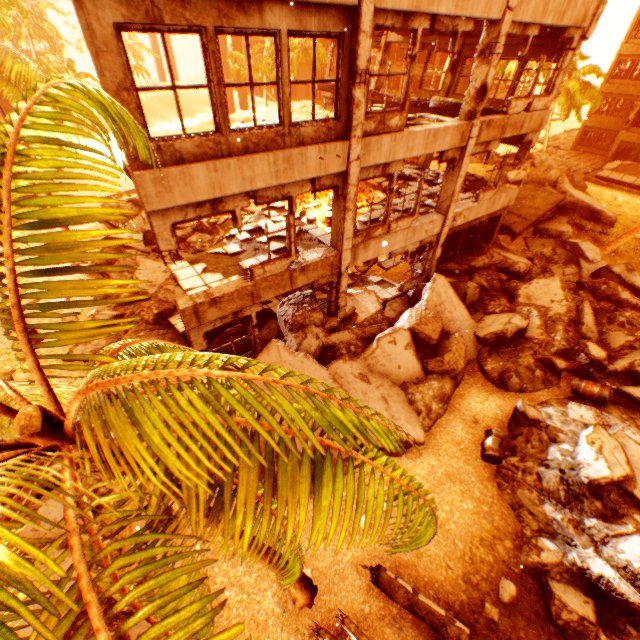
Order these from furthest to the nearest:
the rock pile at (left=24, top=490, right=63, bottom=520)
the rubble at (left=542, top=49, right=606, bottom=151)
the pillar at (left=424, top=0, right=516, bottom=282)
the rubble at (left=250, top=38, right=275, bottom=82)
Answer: the rubble at (left=250, top=38, right=275, bottom=82) → the rubble at (left=542, top=49, right=606, bottom=151) → the pillar at (left=424, top=0, right=516, bottom=282) → the rock pile at (left=24, top=490, right=63, bottom=520)

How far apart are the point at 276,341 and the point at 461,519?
6.6 meters

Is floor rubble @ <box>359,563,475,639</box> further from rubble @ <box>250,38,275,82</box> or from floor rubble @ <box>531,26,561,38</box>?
floor rubble @ <box>531,26,561,38</box>

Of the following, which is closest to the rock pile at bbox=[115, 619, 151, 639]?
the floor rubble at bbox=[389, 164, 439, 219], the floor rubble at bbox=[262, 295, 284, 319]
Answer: the floor rubble at bbox=[262, 295, 284, 319]

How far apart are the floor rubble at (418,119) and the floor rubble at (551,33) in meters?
2.5

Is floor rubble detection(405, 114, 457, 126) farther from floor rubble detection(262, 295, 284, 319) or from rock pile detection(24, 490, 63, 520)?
floor rubble detection(262, 295, 284, 319)

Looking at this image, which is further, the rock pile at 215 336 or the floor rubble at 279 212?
the floor rubble at 279 212

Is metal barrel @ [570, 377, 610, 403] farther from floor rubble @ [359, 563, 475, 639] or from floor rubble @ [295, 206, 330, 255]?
floor rubble @ [295, 206, 330, 255]
